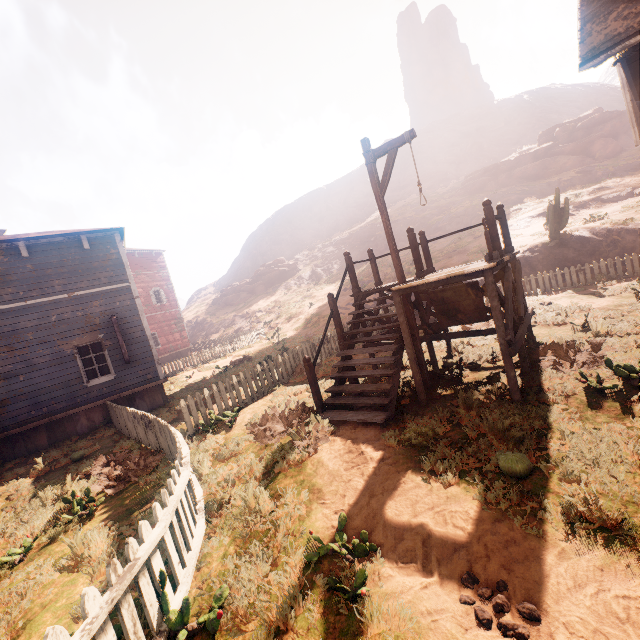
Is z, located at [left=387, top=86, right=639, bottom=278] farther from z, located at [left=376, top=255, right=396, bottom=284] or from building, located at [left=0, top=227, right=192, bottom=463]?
building, located at [left=0, top=227, right=192, bottom=463]

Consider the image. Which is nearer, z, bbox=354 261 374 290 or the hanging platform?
the hanging platform

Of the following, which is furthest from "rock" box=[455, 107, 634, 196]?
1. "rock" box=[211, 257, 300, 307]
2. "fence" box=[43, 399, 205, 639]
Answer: "fence" box=[43, 399, 205, 639]

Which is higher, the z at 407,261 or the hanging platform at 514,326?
the z at 407,261

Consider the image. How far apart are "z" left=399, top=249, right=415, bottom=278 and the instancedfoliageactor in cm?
1413

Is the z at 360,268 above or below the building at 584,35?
below

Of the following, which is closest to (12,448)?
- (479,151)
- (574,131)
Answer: (574,131)

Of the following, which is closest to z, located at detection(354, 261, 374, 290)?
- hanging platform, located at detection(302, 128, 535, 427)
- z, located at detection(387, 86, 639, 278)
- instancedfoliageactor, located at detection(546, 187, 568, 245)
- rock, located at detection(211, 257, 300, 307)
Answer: z, located at detection(387, 86, 639, 278)
